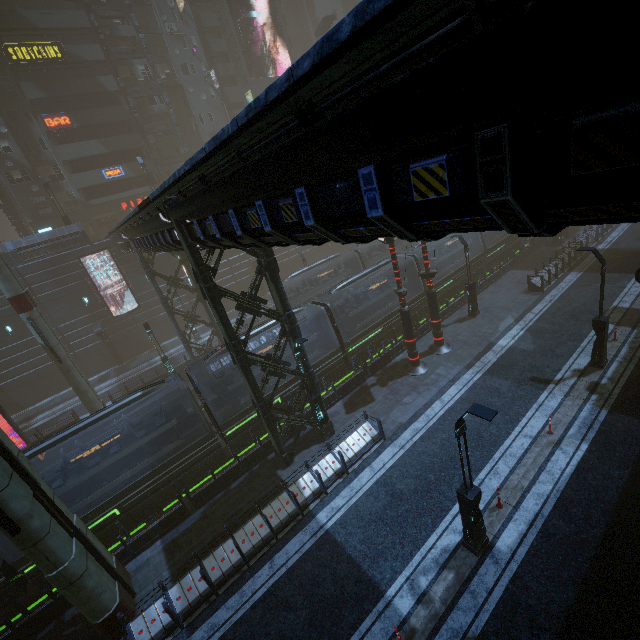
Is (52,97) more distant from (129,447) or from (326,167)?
(326,167)

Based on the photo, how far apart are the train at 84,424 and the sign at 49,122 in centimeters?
3740cm

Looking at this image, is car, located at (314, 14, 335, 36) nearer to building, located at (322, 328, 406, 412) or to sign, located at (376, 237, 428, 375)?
building, located at (322, 328, 406, 412)

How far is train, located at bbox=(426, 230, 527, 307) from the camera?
24.55m

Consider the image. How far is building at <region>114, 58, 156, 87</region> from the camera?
39.94m

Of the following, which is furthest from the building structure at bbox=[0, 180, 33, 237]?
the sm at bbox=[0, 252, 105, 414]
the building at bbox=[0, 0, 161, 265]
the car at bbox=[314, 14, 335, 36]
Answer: the sm at bbox=[0, 252, 105, 414]

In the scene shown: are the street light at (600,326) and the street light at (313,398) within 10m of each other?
no

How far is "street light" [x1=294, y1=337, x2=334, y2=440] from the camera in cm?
1373
